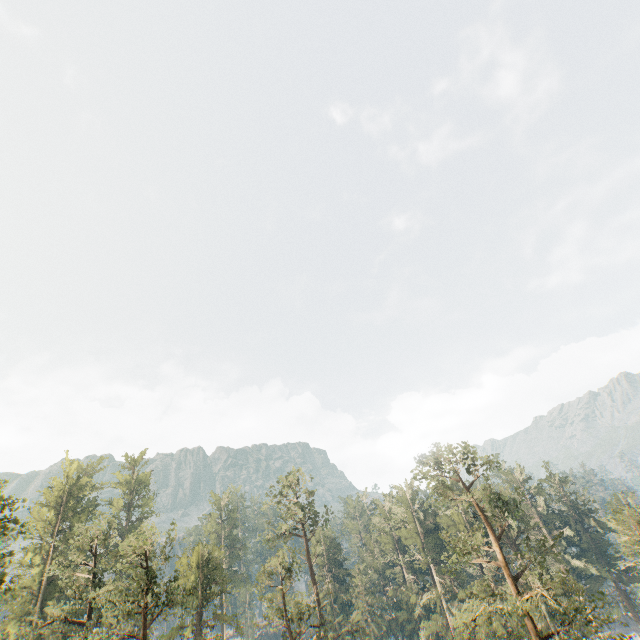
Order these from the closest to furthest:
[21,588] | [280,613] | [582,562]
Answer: [21,588]
[280,613]
[582,562]

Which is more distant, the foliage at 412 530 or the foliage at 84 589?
the foliage at 84 589

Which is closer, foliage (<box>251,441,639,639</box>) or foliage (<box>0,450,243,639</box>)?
foliage (<box>251,441,639,639</box>)
